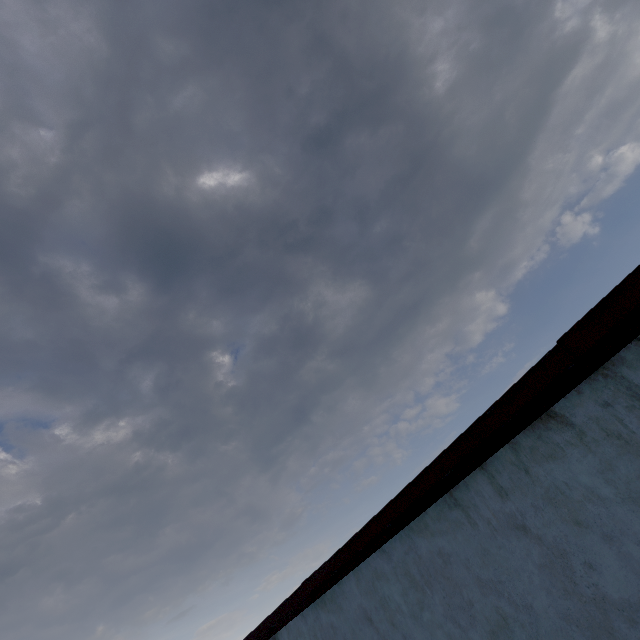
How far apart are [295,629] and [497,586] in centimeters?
410cm
